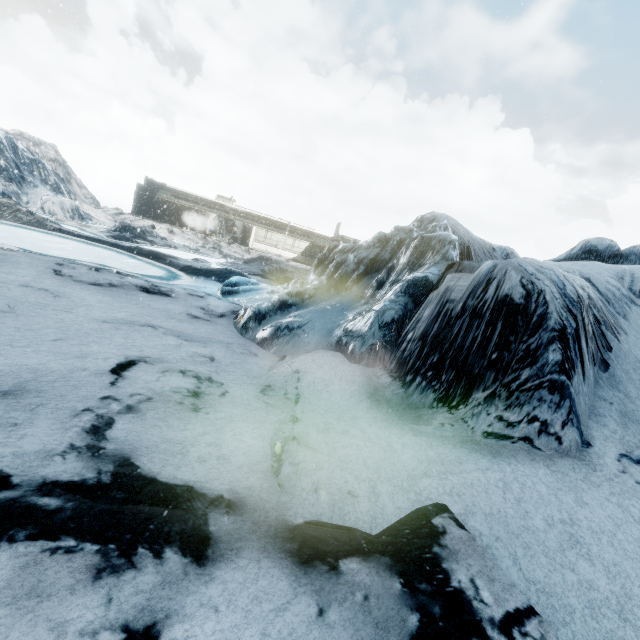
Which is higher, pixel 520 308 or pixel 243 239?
pixel 520 308
